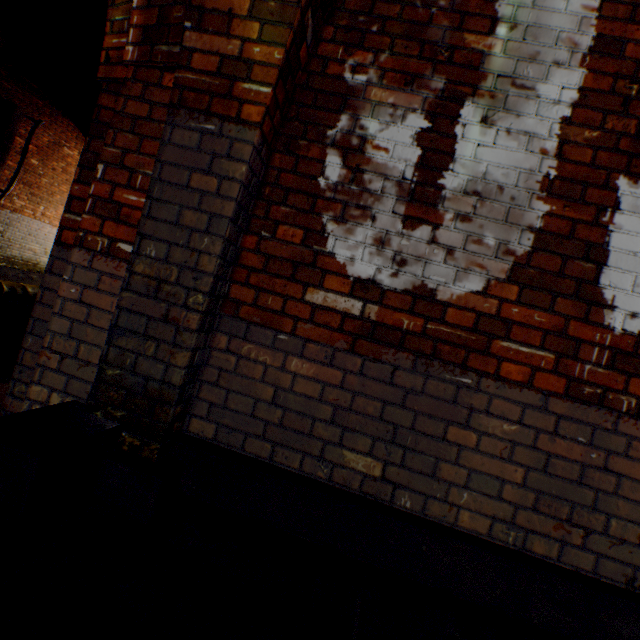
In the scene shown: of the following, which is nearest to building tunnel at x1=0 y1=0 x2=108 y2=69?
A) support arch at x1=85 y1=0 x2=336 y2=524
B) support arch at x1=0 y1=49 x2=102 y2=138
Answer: support arch at x1=0 y1=49 x2=102 y2=138

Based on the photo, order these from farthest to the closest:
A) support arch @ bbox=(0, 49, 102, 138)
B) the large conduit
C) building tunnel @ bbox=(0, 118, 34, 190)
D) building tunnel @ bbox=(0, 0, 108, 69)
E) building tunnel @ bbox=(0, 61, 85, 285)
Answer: building tunnel @ bbox=(0, 118, 34, 190) < building tunnel @ bbox=(0, 61, 85, 285) < the large conduit < support arch @ bbox=(0, 49, 102, 138) < building tunnel @ bbox=(0, 0, 108, 69)

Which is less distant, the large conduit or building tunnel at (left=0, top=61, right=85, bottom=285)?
the large conduit

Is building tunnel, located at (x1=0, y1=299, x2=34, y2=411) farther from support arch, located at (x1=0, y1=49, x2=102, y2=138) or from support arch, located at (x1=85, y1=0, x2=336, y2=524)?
support arch, located at (x1=85, y1=0, x2=336, y2=524)

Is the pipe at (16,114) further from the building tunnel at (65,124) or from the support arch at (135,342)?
the support arch at (135,342)

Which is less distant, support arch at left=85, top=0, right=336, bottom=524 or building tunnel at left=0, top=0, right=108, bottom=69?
support arch at left=85, top=0, right=336, bottom=524

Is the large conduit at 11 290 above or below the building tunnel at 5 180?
below

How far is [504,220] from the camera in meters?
1.6 m
